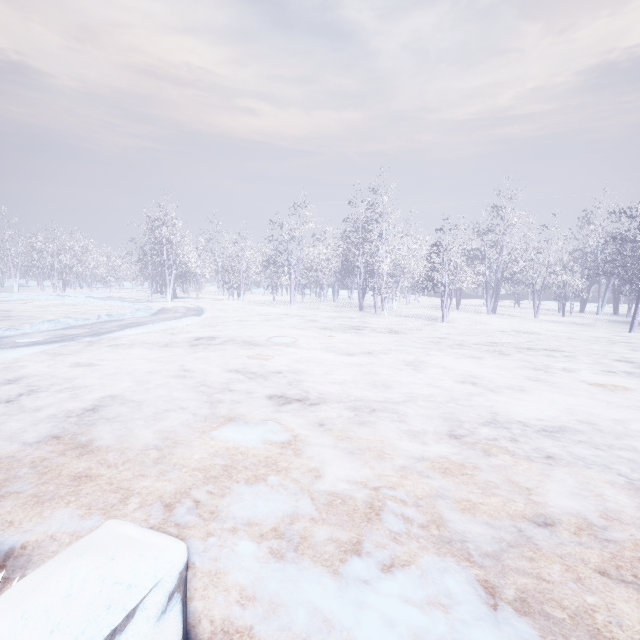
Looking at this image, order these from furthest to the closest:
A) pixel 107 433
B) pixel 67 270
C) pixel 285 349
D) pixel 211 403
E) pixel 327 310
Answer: pixel 67 270
pixel 327 310
pixel 285 349
pixel 211 403
pixel 107 433
